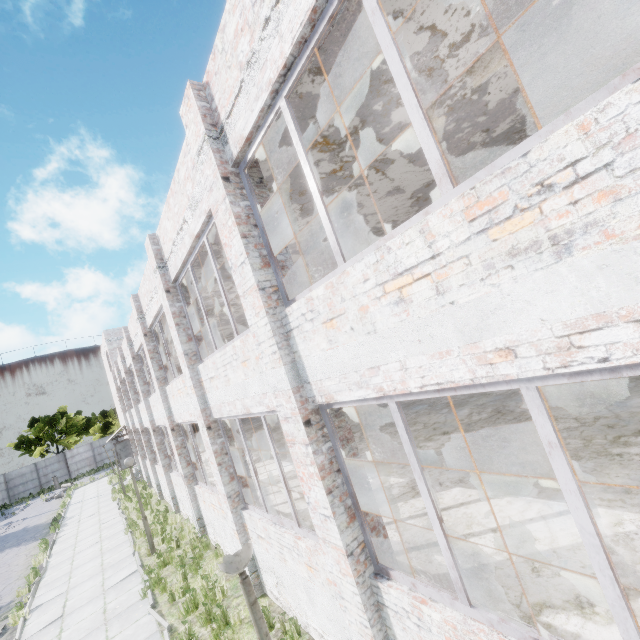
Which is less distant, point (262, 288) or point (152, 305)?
point (262, 288)
